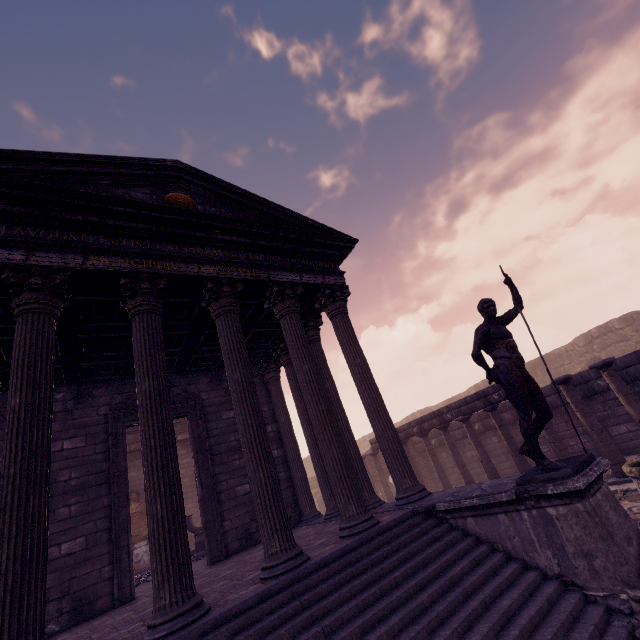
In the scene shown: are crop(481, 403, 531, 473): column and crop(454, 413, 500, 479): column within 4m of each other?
yes

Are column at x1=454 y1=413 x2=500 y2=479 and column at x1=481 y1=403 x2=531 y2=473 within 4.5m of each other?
yes

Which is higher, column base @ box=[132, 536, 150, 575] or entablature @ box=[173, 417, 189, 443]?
entablature @ box=[173, 417, 189, 443]

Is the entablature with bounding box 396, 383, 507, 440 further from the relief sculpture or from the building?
the relief sculpture

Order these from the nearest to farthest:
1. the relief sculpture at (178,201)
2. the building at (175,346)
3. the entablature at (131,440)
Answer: the building at (175,346) < the relief sculpture at (178,201) < the entablature at (131,440)

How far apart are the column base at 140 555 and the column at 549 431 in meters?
13.7 m

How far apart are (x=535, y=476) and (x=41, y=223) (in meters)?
8.07

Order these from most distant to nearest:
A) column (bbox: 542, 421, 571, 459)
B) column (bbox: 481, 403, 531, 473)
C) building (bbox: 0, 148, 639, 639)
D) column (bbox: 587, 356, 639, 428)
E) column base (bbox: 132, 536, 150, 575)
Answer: column base (bbox: 132, 536, 150, 575), column (bbox: 481, 403, 531, 473), column (bbox: 542, 421, 571, 459), column (bbox: 587, 356, 639, 428), building (bbox: 0, 148, 639, 639)
